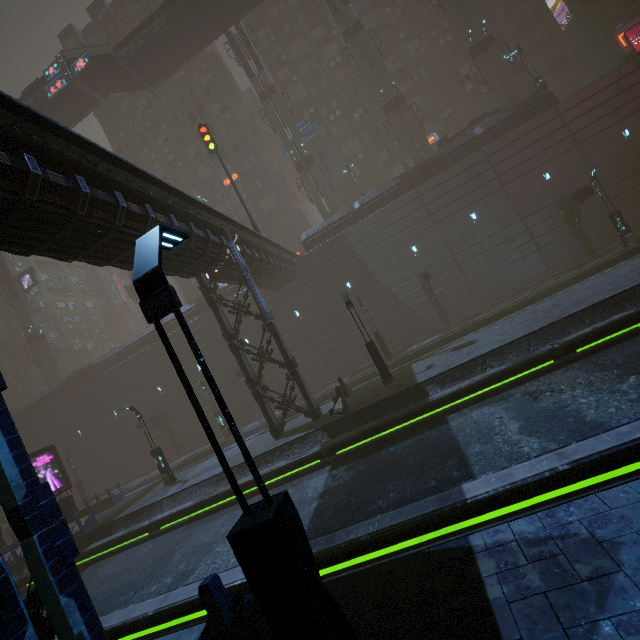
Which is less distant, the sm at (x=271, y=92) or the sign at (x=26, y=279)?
the sm at (x=271, y=92)

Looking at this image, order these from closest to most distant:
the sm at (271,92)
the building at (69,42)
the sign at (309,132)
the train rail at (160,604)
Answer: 1. the train rail at (160,604)
2. the sm at (271,92)
3. the sign at (309,132)
4. the building at (69,42)

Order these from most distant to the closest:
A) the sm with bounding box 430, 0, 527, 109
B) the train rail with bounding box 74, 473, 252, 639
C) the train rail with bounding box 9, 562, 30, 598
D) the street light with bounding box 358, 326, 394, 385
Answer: the sm with bounding box 430, 0, 527, 109
the train rail with bounding box 9, 562, 30, 598
the street light with bounding box 358, 326, 394, 385
the train rail with bounding box 74, 473, 252, 639

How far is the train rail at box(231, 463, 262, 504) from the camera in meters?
14.1

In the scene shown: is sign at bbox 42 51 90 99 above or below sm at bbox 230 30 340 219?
above

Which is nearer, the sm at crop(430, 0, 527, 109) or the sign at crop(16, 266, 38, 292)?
the sm at crop(430, 0, 527, 109)

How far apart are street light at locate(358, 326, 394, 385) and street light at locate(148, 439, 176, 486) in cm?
1488

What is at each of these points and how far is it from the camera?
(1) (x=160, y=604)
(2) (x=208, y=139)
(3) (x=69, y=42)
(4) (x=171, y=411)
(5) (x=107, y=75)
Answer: (1) train rail, 8.1m
(2) traffic light, 23.9m
(3) building, 47.2m
(4) building, 34.5m
(5) stairs, 34.8m
